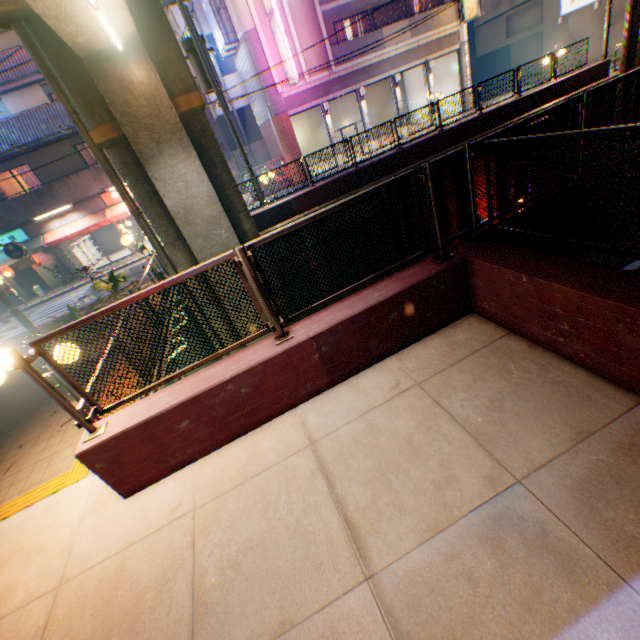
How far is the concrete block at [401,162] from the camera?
13.84m

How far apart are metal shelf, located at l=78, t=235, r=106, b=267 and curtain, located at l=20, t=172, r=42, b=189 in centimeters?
343cm

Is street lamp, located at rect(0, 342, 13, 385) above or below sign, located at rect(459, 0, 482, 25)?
below

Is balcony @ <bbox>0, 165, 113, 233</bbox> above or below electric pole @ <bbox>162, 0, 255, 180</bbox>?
below

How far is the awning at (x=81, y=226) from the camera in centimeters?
1961cm

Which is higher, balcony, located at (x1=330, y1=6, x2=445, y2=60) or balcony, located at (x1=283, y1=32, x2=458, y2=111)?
balcony, located at (x1=330, y1=6, x2=445, y2=60)

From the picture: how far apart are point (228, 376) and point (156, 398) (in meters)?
1.00

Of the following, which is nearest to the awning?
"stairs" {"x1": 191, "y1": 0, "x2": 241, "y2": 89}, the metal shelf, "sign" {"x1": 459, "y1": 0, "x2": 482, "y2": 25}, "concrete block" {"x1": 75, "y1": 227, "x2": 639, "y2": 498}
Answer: the metal shelf
